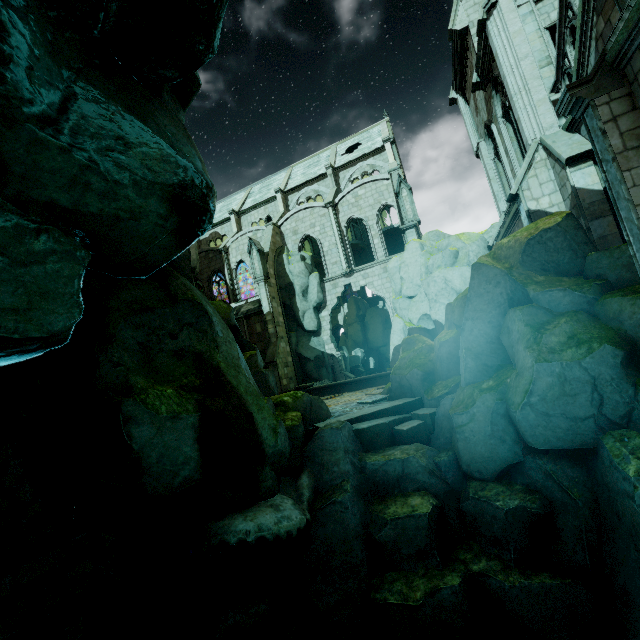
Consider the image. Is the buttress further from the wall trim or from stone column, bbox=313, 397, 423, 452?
stone column, bbox=313, 397, 423, 452

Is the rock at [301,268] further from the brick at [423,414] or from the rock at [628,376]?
the brick at [423,414]

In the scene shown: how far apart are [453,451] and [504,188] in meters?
14.3

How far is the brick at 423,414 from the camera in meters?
9.1

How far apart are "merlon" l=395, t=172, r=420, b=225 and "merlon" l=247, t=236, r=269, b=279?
10.98m

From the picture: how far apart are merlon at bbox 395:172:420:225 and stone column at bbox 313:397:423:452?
13.42m

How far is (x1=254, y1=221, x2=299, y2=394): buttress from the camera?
23.8m

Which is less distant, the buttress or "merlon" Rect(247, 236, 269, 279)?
the buttress
